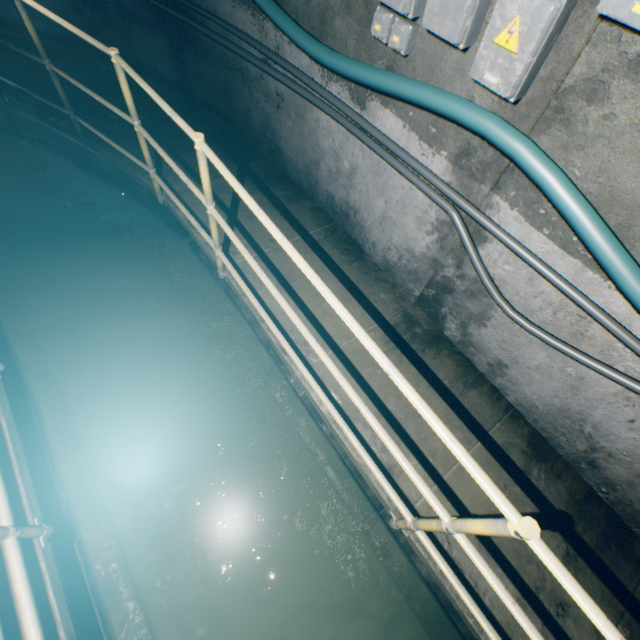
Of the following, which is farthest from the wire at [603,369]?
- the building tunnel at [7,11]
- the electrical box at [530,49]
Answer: the electrical box at [530,49]

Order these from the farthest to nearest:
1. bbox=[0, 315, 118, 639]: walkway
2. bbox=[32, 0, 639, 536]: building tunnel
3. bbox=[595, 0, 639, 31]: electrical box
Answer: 1. bbox=[32, 0, 639, 536]: building tunnel
2. bbox=[0, 315, 118, 639]: walkway
3. bbox=[595, 0, 639, 31]: electrical box

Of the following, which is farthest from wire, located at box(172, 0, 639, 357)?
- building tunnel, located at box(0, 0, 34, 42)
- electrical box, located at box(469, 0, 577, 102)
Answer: electrical box, located at box(469, 0, 577, 102)

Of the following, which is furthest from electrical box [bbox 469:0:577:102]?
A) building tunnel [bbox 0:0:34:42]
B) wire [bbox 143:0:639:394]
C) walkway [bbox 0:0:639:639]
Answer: walkway [bbox 0:0:639:639]

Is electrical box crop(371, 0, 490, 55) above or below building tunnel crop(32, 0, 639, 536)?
above

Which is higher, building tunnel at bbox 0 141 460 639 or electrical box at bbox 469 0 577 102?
electrical box at bbox 469 0 577 102

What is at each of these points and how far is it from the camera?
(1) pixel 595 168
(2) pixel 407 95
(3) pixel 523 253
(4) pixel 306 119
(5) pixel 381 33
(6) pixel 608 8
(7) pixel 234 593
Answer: (1) building tunnel, 1.6 meters
(2) cable, 2.0 meters
(3) wire, 2.0 meters
(4) building tunnel, 3.2 meters
(5) electrical box, 2.0 meters
(6) electrical box, 1.2 meters
(7) building tunnel, 2.6 meters

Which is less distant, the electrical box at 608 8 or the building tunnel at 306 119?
the electrical box at 608 8
